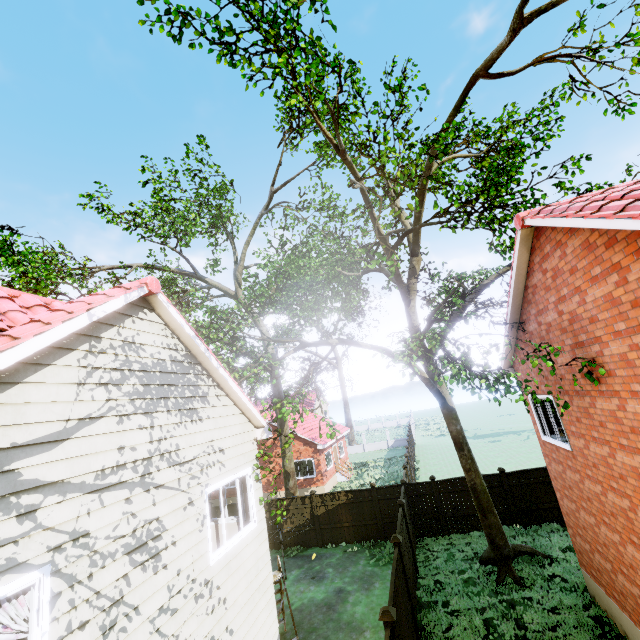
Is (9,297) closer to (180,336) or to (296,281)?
(180,336)

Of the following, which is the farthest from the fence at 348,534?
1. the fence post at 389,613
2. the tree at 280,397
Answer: the tree at 280,397

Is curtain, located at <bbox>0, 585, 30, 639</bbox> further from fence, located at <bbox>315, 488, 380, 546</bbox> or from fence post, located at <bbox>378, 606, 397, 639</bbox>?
fence post, located at <bbox>378, 606, 397, 639</bbox>

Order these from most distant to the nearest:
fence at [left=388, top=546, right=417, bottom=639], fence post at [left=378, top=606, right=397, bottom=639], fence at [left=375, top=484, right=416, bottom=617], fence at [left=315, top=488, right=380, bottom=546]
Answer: fence at [left=315, top=488, right=380, bottom=546] < fence at [left=375, top=484, right=416, bottom=617] < fence at [left=388, top=546, right=417, bottom=639] < fence post at [left=378, top=606, right=397, bottom=639]

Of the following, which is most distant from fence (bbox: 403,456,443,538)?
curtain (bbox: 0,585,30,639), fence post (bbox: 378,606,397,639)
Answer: curtain (bbox: 0,585,30,639)

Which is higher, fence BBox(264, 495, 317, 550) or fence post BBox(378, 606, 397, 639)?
fence post BBox(378, 606, 397, 639)

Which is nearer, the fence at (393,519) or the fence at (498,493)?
the fence at (393,519)

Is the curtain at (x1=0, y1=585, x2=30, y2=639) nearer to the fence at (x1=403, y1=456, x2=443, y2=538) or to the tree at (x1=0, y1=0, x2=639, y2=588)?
the fence at (x1=403, y1=456, x2=443, y2=538)
